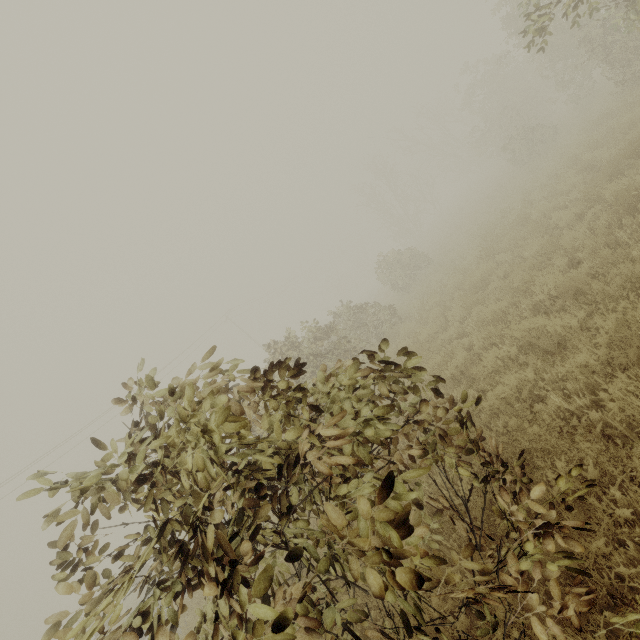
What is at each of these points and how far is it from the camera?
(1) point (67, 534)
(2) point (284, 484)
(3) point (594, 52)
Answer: (1) tree, 1.8 meters
(2) tree, 2.3 meters
(3) tree, 10.9 meters

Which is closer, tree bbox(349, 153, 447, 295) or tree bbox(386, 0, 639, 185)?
tree bbox(386, 0, 639, 185)

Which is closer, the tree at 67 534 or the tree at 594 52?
the tree at 67 534

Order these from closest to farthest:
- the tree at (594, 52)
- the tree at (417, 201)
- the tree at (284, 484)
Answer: the tree at (284, 484) → the tree at (594, 52) → the tree at (417, 201)

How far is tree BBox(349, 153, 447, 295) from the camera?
18.0 meters

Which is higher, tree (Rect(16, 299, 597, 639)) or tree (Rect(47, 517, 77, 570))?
tree (Rect(47, 517, 77, 570))

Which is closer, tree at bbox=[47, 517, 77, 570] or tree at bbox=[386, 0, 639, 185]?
tree at bbox=[47, 517, 77, 570]
